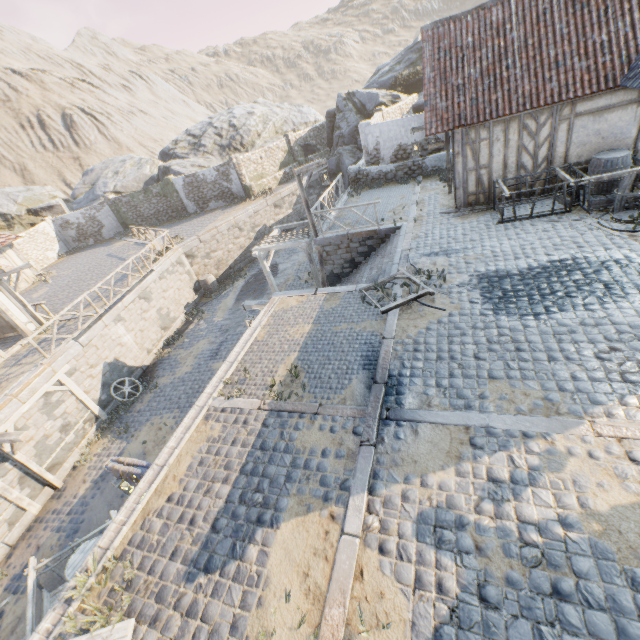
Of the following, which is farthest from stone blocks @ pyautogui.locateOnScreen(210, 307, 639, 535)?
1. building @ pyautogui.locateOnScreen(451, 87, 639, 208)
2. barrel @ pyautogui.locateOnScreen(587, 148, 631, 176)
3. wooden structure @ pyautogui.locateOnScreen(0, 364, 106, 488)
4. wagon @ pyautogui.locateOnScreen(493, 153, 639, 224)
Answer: barrel @ pyautogui.locateOnScreen(587, 148, 631, 176)

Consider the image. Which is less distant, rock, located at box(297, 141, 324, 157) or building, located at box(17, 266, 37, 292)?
building, located at box(17, 266, 37, 292)

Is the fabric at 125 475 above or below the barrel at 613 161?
below

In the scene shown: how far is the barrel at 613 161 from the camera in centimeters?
956cm

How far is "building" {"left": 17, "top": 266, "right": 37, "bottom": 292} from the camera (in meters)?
22.62

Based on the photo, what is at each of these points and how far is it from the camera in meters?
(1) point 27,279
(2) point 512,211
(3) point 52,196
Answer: (1) building, 23.1 m
(2) wagon, 11.1 m
(3) rock, 32.2 m

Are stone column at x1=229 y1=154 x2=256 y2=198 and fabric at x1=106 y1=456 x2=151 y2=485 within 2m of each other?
no

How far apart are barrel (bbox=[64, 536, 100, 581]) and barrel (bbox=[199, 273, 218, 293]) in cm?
1528
